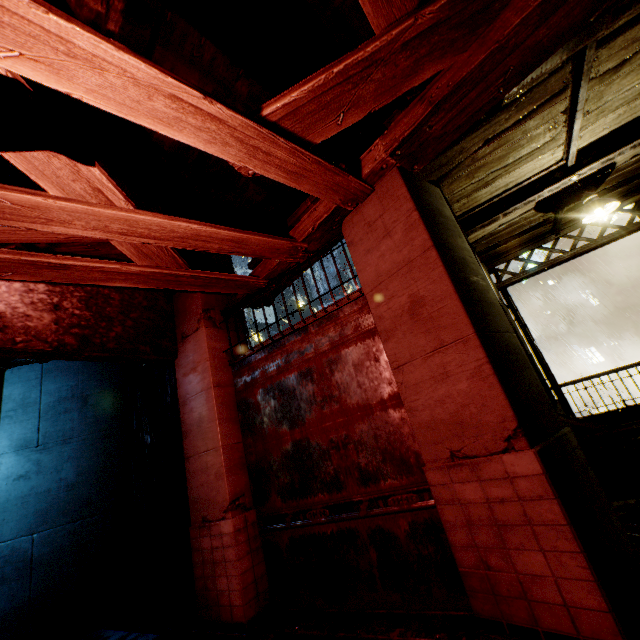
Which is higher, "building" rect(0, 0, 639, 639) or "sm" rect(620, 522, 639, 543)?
"building" rect(0, 0, 639, 639)

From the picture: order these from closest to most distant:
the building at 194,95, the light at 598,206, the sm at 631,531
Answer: the building at 194,95 → the sm at 631,531 → the light at 598,206

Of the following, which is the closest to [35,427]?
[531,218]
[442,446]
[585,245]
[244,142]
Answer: [244,142]

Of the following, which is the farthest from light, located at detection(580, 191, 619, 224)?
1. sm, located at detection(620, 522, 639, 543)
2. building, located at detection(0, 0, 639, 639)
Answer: sm, located at detection(620, 522, 639, 543)

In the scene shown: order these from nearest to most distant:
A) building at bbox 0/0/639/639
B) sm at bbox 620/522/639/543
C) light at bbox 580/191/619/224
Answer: building at bbox 0/0/639/639
sm at bbox 620/522/639/543
light at bbox 580/191/619/224

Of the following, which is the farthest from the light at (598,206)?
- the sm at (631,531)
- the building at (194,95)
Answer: the sm at (631,531)

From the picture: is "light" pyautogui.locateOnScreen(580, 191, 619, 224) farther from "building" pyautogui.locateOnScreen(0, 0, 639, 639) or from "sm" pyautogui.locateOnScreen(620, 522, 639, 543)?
"sm" pyautogui.locateOnScreen(620, 522, 639, 543)

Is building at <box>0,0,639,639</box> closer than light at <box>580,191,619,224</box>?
Yes
